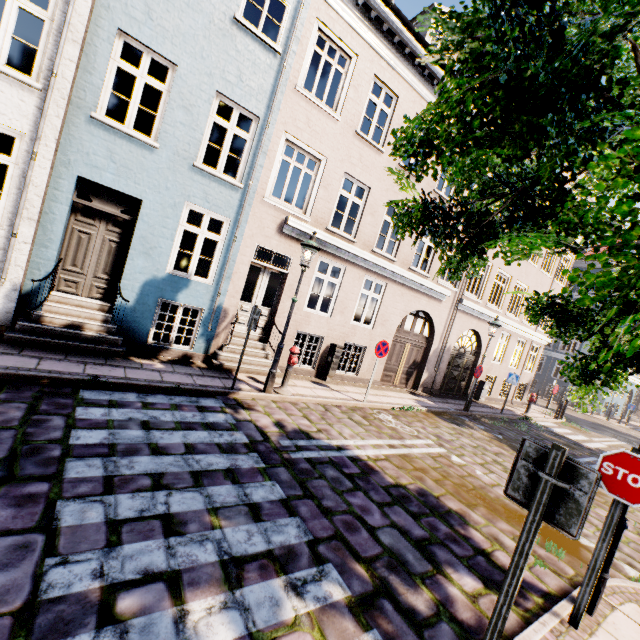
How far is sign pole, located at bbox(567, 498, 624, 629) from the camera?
3.28m

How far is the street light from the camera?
7.39m

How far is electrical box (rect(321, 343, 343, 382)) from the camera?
10.6m

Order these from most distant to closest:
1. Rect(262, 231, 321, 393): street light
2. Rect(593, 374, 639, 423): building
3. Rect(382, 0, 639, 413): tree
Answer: Rect(593, 374, 639, 423): building, Rect(262, 231, 321, 393): street light, Rect(382, 0, 639, 413): tree

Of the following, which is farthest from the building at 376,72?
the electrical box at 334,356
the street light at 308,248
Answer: the electrical box at 334,356

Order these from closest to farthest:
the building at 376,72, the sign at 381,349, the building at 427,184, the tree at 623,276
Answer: the tree at 623,276, the building at 376,72, the sign at 381,349, the building at 427,184

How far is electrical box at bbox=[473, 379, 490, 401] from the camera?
16.3 meters

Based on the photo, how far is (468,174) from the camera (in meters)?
2.79
